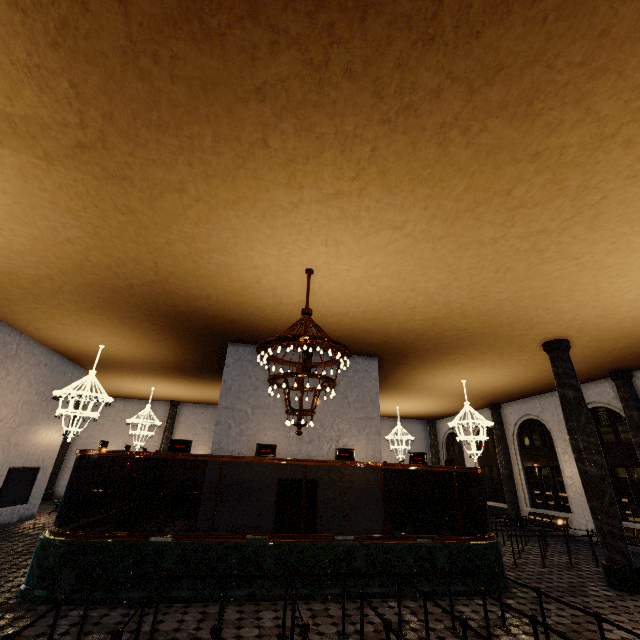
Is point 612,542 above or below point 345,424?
below
